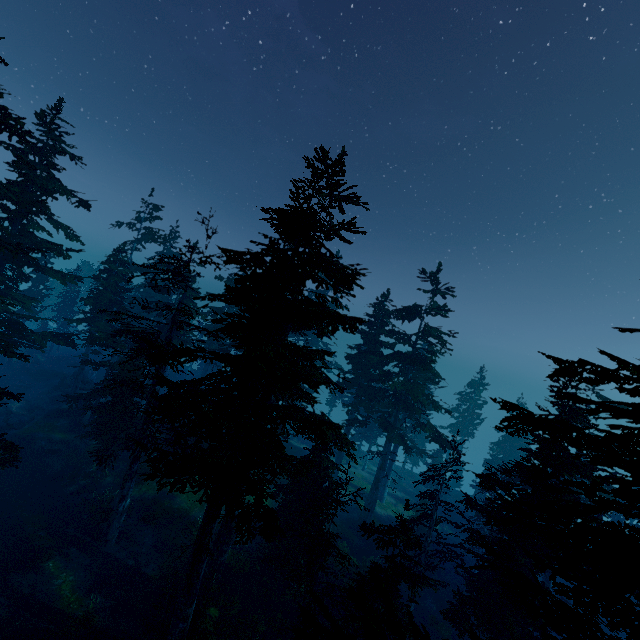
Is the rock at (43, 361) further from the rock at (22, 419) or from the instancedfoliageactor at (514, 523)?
the rock at (22, 419)

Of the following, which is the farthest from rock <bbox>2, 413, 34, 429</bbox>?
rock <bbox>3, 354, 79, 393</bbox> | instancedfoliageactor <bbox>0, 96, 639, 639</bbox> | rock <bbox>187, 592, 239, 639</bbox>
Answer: rock <bbox>187, 592, 239, 639</bbox>

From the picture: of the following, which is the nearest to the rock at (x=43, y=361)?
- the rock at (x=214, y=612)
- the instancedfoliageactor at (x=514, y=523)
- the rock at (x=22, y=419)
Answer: the instancedfoliageactor at (x=514, y=523)

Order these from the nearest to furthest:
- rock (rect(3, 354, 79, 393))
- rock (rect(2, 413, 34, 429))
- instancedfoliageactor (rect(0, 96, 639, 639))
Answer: instancedfoliageactor (rect(0, 96, 639, 639)), rock (rect(2, 413, 34, 429)), rock (rect(3, 354, 79, 393))

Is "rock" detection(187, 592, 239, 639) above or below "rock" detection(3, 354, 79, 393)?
below

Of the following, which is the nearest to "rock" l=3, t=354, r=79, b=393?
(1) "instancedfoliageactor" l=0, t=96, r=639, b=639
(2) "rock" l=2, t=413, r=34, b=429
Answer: (1) "instancedfoliageactor" l=0, t=96, r=639, b=639

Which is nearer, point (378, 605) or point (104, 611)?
point (378, 605)

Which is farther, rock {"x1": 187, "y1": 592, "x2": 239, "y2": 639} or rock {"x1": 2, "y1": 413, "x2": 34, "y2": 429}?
rock {"x1": 2, "y1": 413, "x2": 34, "y2": 429}
